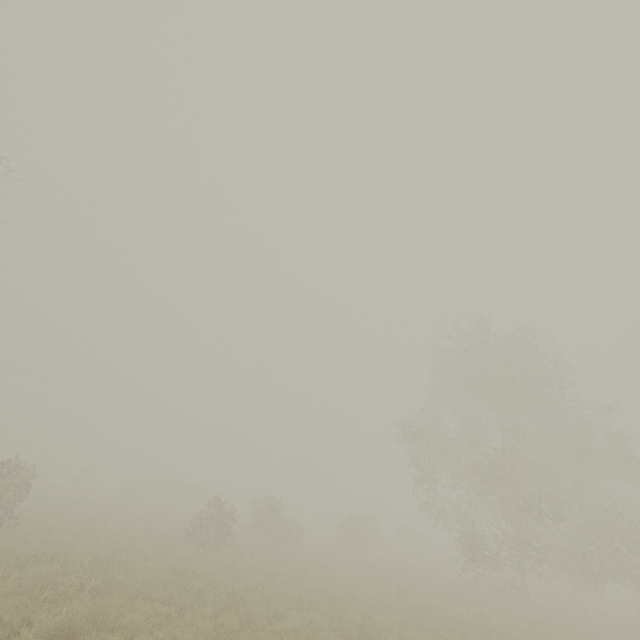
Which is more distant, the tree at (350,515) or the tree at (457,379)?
the tree at (350,515)

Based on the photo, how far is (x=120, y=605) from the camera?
9.2m

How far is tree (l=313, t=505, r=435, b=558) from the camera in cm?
2803

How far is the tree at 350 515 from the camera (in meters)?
28.03

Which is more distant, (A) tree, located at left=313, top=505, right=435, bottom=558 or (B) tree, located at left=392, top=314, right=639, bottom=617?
(A) tree, located at left=313, top=505, right=435, bottom=558
